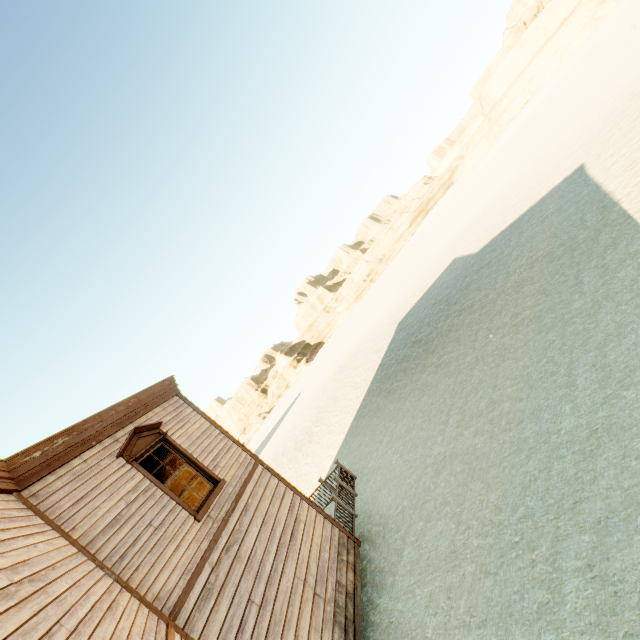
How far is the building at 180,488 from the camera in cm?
915

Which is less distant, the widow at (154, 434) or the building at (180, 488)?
the widow at (154, 434)

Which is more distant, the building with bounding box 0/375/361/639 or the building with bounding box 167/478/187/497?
the building with bounding box 167/478/187/497

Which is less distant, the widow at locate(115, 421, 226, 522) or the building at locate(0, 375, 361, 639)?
the building at locate(0, 375, 361, 639)

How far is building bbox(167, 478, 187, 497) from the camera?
9.15m

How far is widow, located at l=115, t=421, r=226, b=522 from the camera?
6.3 meters

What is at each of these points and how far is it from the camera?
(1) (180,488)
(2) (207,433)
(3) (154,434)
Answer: (1) building, 9.17m
(2) building, 8.51m
(3) widow, 7.30m
